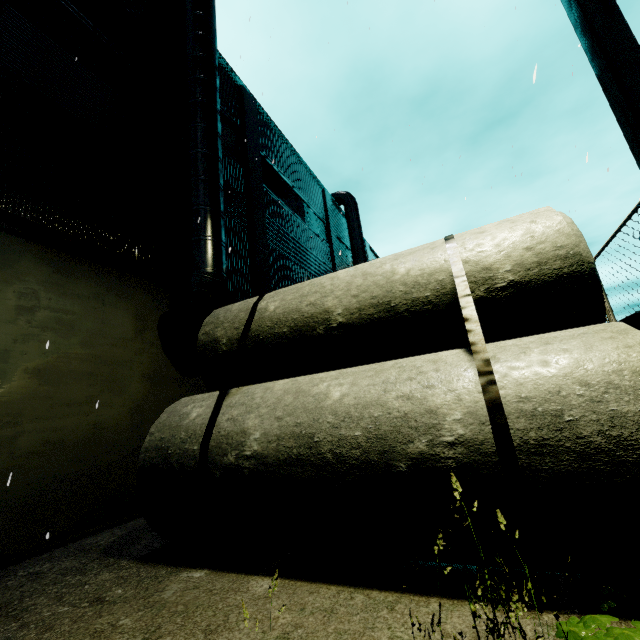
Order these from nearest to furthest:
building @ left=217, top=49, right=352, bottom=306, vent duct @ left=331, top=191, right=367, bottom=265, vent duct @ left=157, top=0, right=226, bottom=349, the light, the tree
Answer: the tree
the light
vent duct @ left=157, top=0, right=226, bottom=349
building @ left=217, top=49, right=352, bottom=306
vent duct @ left=331, top=191, right=367, bottom=265

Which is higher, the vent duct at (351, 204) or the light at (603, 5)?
the vent duct at (351, 204)

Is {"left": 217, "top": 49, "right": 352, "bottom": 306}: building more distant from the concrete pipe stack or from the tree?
the tree

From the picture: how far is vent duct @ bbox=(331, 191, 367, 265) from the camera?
20.8 meters

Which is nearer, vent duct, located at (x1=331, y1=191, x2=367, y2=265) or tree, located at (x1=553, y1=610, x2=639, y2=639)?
tree, located at (x1=553, y1=610, x2=639, y2=639)

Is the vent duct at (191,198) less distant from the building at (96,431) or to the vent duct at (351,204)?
the building at (96,431)

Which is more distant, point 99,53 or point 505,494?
point 99,53

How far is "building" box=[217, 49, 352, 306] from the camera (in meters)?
11.12
